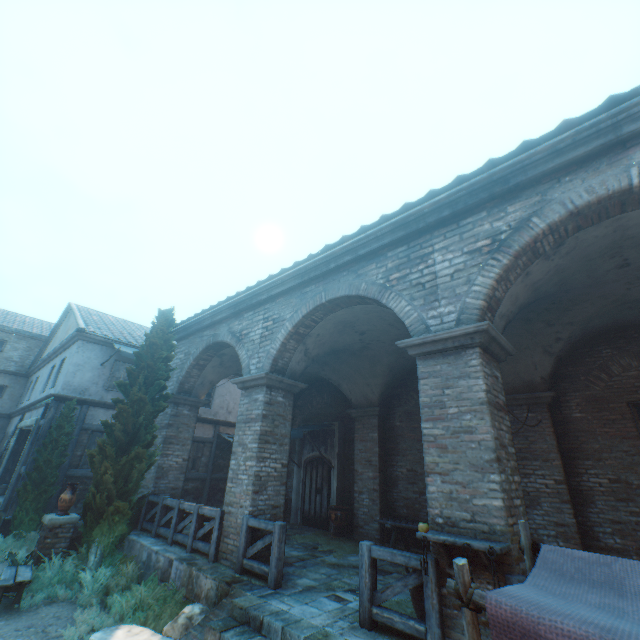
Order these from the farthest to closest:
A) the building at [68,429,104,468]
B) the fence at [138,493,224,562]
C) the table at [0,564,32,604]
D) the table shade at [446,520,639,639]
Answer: the building at [68,429,104,468], the fence at [138,493,224,562], the table at [0,564,32,604], the table shade at [446,520,639,639]

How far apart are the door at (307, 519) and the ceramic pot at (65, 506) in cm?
734

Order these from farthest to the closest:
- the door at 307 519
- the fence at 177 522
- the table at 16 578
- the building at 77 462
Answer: the building at 77 462 → the door at 307 519 → the fence at 177 522 → the table at 16 578

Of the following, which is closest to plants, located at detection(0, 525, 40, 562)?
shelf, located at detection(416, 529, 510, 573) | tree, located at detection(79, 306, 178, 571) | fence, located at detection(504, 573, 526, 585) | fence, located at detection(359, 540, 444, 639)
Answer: tree, located at detection(79, 306, 178, 571)

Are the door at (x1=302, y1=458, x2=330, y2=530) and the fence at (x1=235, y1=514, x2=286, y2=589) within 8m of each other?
yes

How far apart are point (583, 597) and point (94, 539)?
10.20m

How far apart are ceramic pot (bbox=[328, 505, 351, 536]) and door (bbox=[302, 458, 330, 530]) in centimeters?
55cm

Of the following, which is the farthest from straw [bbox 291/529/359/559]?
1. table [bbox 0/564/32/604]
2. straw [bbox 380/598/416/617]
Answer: table [bbox 0/564/32/604]
